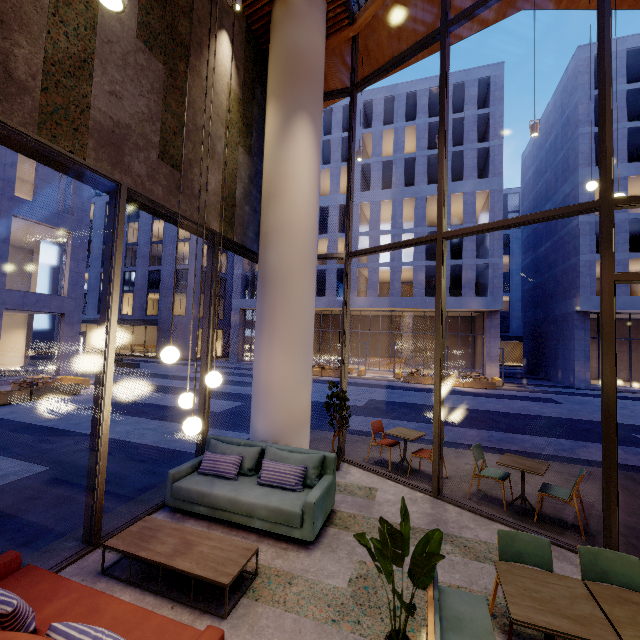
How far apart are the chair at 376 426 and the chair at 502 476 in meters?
1.5 m

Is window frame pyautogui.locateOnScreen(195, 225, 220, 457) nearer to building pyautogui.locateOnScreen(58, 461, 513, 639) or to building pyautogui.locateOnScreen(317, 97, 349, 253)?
building pyautogui.locateOnScreen(58, 461, 513, 639)

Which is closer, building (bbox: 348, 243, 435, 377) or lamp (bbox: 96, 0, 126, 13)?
lamp (bbox: 96, 0, 126, 13)

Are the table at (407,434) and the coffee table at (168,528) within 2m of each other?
no

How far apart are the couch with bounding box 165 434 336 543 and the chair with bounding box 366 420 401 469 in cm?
202

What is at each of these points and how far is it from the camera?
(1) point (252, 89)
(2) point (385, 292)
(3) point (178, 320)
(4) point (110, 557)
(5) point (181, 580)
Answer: (1) building, 7.1 meters
(2) building, 36.7 meters
(3) building, 37.1 meters
(4) building, 3.8 meters
(5) building, 3.5 meters

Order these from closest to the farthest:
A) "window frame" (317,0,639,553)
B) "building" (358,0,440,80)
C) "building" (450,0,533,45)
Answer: "window frame" (317,0,639,553) < "building" (358,0,440,80) < "building" (450,0,533,45)

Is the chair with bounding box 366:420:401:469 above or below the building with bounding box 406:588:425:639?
above
